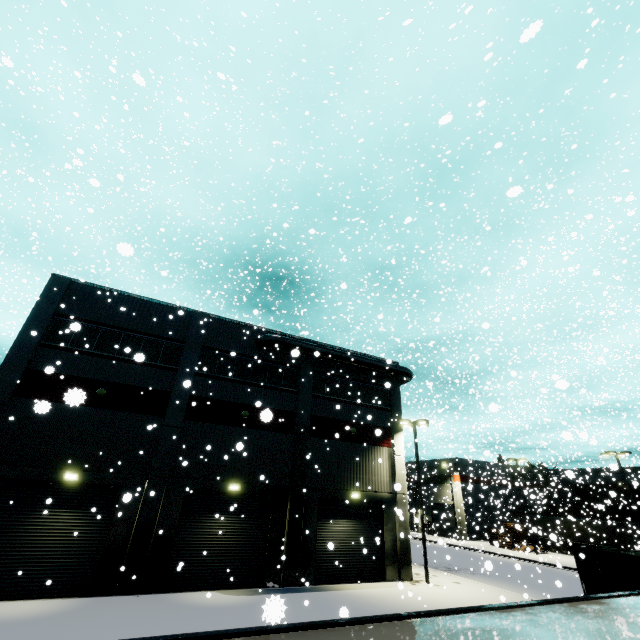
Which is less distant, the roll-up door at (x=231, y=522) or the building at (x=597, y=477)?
the roll-up door at (x=231, y=522)

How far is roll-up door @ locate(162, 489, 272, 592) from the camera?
16.2 meters

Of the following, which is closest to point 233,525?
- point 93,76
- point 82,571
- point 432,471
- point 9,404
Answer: point 82,571

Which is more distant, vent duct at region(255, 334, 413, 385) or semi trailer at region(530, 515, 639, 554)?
semi trailer at region(530, 515, 639, 554)

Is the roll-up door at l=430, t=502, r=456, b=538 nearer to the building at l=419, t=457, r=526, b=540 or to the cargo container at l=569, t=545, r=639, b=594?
the building at l=419, t=457, r=526, b=540

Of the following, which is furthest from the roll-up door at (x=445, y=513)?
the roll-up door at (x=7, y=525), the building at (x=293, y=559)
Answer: the roll-up door at (x=7, y=525)

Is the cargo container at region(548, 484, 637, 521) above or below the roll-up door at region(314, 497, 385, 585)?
above

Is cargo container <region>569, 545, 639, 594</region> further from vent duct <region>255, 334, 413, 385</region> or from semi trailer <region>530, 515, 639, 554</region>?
vent duct <region>255, 334, 413, 385</region>
